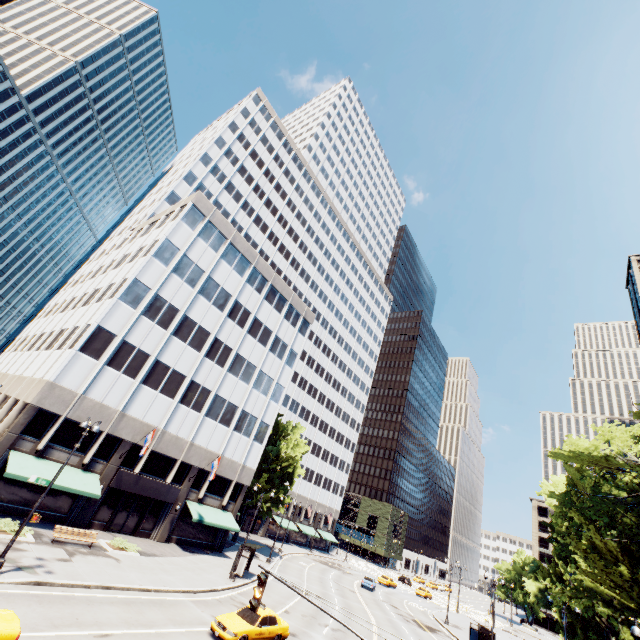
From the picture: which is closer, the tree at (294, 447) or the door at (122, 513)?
the door at (122, 513)

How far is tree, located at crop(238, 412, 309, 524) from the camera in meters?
43.1

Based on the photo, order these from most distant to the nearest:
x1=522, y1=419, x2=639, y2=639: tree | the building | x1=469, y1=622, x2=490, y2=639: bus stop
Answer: x1=469, y1=622, x2=490, y2=639: bus stop, the building, x1=522, y1=419, x2=639, y2=639: tree

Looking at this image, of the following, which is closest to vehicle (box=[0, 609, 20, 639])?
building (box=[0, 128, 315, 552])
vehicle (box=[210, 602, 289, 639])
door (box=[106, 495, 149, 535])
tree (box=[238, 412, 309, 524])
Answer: vehicle (box=[210, 602, 289, 639])

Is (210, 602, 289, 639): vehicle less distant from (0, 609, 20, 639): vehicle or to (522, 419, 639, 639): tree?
(0, 609, 20, 639): vehicle

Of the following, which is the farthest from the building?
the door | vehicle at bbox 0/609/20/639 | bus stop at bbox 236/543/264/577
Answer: vehicle at bbox 0/609/20/639

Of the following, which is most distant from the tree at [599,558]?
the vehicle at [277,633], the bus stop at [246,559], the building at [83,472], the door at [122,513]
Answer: the vehicle at [277,633]

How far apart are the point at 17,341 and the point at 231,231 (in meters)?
35.29
